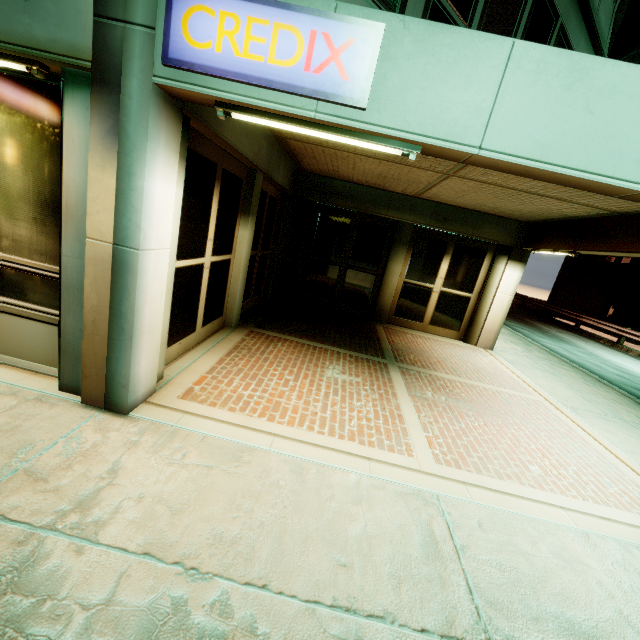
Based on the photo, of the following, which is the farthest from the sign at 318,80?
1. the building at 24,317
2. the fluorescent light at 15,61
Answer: the fluorescent light at 15,61

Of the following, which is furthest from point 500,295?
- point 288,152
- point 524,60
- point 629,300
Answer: point 629,300

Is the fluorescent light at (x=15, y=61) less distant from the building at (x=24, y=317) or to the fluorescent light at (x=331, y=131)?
the building at (x=24, y=317)

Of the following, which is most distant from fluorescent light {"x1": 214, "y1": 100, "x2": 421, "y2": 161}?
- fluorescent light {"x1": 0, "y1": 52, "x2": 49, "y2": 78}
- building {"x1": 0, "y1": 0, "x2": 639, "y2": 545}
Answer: fluorescent light {"x1": 0, "y1": 52, "x2": 49, "y2": 78}

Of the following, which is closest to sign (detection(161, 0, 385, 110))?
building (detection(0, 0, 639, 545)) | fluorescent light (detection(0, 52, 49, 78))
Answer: building (detection(0, 0, 639, 545))

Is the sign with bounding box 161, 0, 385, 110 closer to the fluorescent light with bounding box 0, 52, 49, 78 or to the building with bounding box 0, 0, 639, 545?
the building with bounding box 0, 0, 639, 545

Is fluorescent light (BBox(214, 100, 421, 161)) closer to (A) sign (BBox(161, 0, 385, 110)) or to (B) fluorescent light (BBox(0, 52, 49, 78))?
(A) sign (BBox(161, 0, 385, 110))
